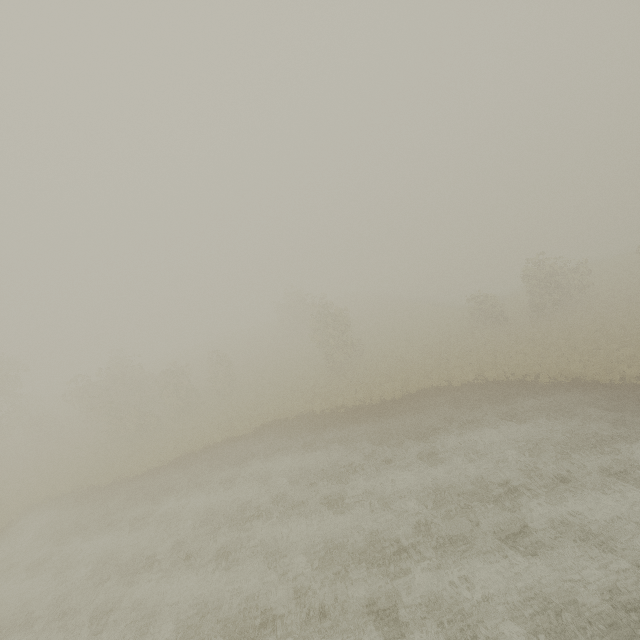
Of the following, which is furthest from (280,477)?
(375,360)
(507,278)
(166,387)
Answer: (507,278)
